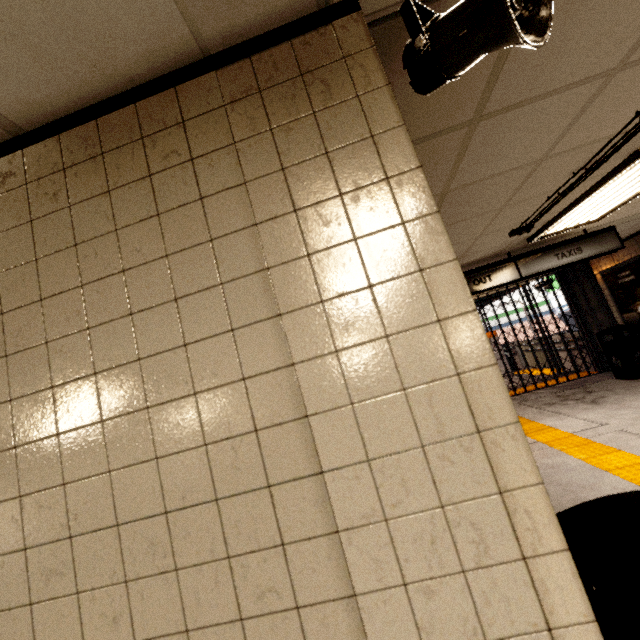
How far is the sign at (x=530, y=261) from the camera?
4.9 meters

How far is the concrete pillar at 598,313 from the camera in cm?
806

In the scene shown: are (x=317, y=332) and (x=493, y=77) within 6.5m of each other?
yes

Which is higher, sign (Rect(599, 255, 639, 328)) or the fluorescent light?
the fluorescent light

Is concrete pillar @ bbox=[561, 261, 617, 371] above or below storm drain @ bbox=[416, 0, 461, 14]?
below

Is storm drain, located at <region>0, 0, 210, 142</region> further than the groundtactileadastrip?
No

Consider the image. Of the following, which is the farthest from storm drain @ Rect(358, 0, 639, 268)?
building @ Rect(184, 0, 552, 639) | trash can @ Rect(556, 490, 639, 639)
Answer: trash can @ Rect(556, 490, 639, 639)

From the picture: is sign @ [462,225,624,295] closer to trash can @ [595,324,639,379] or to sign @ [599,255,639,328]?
sign @ [599,255,639,328]
